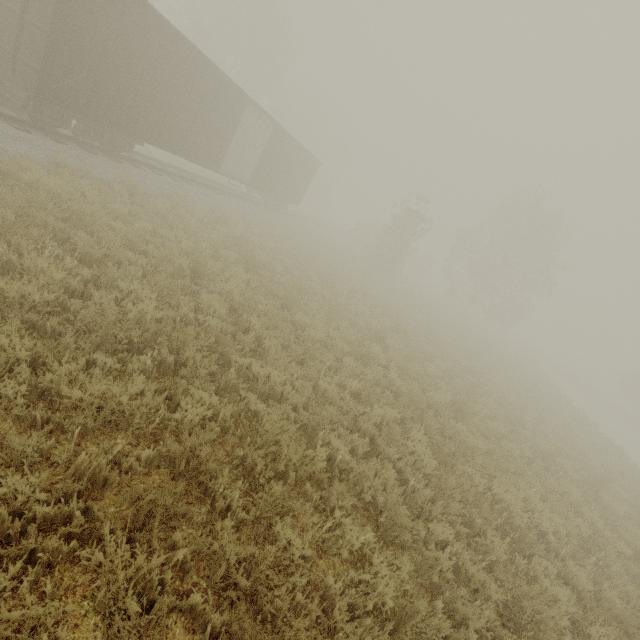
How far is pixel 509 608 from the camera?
4.4m

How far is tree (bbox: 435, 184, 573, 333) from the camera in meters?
31.8

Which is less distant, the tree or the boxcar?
the boxcar

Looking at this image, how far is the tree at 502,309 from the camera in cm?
3184

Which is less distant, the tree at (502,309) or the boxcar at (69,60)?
the boxcar at (69,60)
